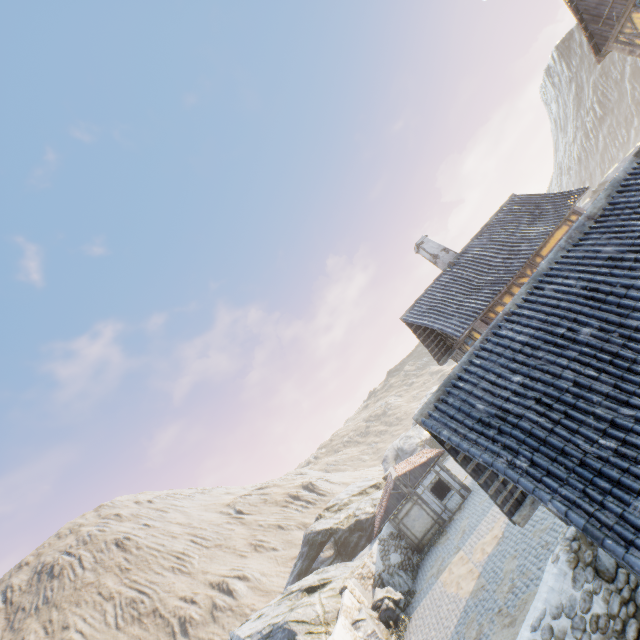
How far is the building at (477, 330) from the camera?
14.5m

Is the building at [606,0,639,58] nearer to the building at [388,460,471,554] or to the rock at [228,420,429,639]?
the rock at [228,420,429,639]

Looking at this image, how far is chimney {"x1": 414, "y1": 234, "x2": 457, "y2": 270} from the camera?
18.3m

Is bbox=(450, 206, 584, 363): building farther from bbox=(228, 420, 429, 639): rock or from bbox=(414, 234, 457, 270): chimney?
bbox=(228, 420, 429, 639): rock

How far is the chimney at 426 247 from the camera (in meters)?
18.27

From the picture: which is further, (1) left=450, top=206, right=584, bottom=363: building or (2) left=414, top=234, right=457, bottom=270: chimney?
(2) left=414, top=234, right=457, bottom=270: chimney

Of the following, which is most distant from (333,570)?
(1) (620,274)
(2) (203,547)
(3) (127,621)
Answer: (2) (203,547)

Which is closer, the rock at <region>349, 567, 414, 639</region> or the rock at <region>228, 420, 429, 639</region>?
the rock at <region>349, 567, 414, 639</region>
